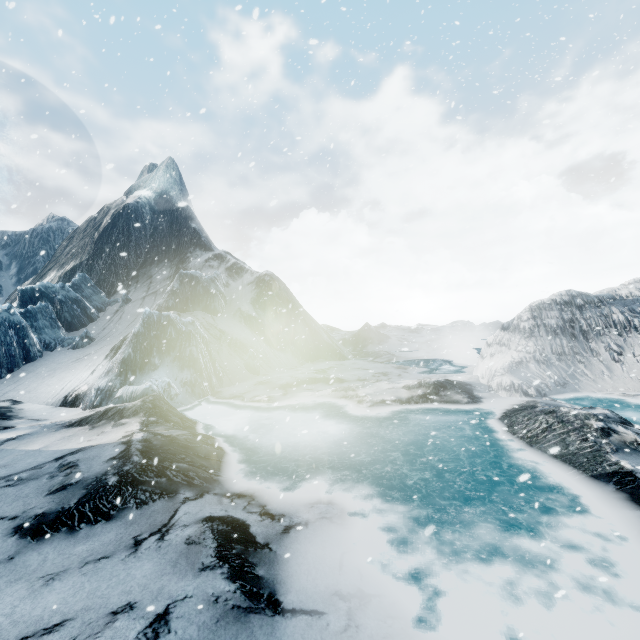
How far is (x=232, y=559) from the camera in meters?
5.3 m
